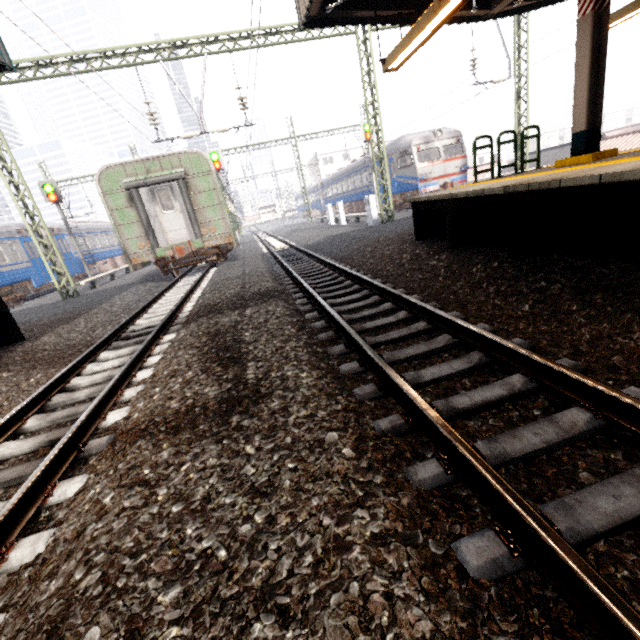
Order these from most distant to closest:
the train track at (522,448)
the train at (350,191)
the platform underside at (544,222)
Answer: the train at (350,191) → the platform underside at (544,222) → the train track at (522,448)

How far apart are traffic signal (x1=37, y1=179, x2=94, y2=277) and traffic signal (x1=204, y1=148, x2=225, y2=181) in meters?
8.4 m

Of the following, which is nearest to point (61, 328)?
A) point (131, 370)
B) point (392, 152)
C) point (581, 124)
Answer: point (131, 370)

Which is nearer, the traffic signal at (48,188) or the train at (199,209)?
the train at (199,209)

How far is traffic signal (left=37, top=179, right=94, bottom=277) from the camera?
17.9 meters

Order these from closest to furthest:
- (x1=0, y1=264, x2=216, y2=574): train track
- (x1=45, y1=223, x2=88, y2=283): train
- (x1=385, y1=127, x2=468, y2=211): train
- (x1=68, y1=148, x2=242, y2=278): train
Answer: (x1=0, y1=264, x2=216, y2=574): train track < (x1=68, y1=148, x2=242, y2=278): train < (x1=385, y1=127, x2=468, y2=211): train < (x1=45, y1=223, x2=88, y2=283): train

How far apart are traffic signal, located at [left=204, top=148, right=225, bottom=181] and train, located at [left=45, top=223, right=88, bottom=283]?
10.5m

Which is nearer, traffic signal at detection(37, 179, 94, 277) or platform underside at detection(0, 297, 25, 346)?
platform underside at detection(0, 297, 25, 346)
